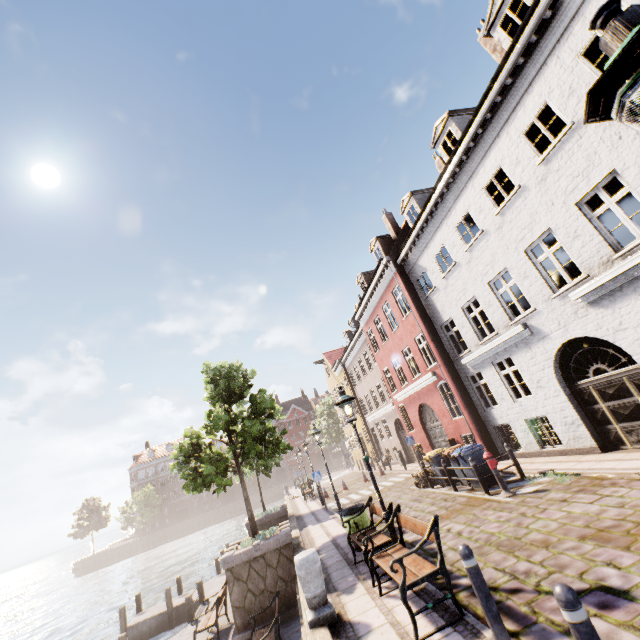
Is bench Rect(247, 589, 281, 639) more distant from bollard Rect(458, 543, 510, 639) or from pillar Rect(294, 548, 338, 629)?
bollard Rect(458, 543, 510, 639)

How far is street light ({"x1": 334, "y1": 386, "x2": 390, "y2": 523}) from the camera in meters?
6.7

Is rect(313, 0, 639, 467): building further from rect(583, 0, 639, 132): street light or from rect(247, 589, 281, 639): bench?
rect(247, 589, 281, 639): bench

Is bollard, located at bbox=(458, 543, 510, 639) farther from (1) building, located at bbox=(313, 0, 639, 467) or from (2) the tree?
(2) the tree

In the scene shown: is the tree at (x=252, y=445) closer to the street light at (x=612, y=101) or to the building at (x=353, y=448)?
the building at (x=353, y=448)

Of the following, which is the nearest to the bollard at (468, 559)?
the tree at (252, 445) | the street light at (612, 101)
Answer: the street light at (612, 101)

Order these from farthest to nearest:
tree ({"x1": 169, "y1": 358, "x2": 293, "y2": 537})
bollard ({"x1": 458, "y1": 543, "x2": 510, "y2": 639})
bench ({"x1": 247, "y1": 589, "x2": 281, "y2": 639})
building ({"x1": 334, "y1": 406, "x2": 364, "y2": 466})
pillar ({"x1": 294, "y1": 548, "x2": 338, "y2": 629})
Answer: building ({"x1": 334, "y1": 406, "x2": 364, "y2": 466})
tree ({"x1": 169, "y1": 358, "x2": 293, "y2": 537})
bench ({"x1": 247, "y1": 589, "x2": 281, "y2": 639})
pillar ({"x1": 294, "y1": 548, "x2": 338, "y2": 629})
bollard ({"x1": 458, "y1": 543, "x2": 510, "y2": 639})

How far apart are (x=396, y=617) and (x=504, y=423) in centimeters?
1044cm
